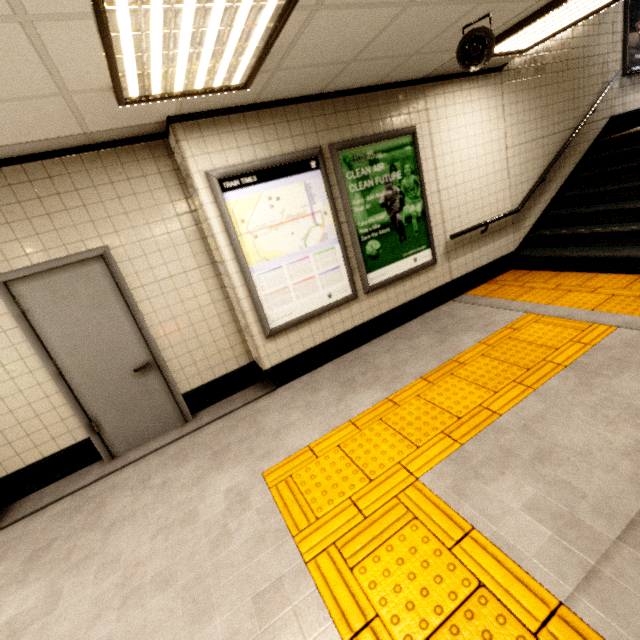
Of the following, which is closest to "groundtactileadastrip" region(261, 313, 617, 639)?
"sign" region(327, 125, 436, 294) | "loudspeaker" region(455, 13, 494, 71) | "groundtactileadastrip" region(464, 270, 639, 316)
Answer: "groundtactileadastrip" region(464, 270, 639, 316)

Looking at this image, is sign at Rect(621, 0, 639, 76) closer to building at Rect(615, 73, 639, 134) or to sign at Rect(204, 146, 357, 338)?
building at Rect(615, 73, 639, 134)

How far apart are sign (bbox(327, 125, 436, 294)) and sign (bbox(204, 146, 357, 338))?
0.09m

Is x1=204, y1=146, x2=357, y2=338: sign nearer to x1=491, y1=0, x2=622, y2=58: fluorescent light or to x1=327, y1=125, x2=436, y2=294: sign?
x1=327, y1=125, x2=436, y2=294: sign

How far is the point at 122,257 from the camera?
3.2 meters

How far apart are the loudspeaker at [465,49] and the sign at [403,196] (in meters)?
1.06

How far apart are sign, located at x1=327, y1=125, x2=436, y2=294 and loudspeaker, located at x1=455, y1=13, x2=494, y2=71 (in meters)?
1.06

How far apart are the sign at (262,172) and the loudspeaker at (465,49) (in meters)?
1.46
